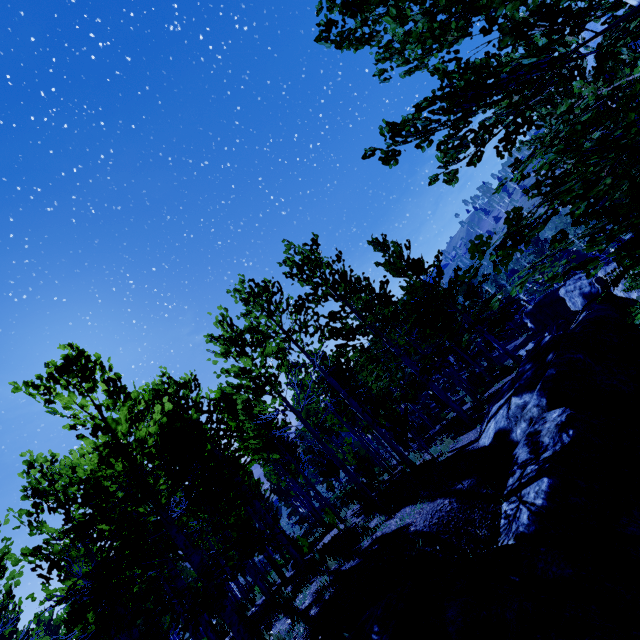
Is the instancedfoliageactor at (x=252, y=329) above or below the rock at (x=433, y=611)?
above

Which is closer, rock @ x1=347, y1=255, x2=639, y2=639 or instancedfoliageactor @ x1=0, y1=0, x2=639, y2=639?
instancedfoliageactor @ x1=0, y1=0, x2=639, y2=639

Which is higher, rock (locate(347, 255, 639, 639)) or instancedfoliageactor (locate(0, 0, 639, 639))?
instancedfoliageactor (locate(0, 0, 639, 639))

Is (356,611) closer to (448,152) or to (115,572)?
(115,572)

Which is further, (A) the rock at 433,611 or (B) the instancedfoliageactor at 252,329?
(A) the rock at 433,611
